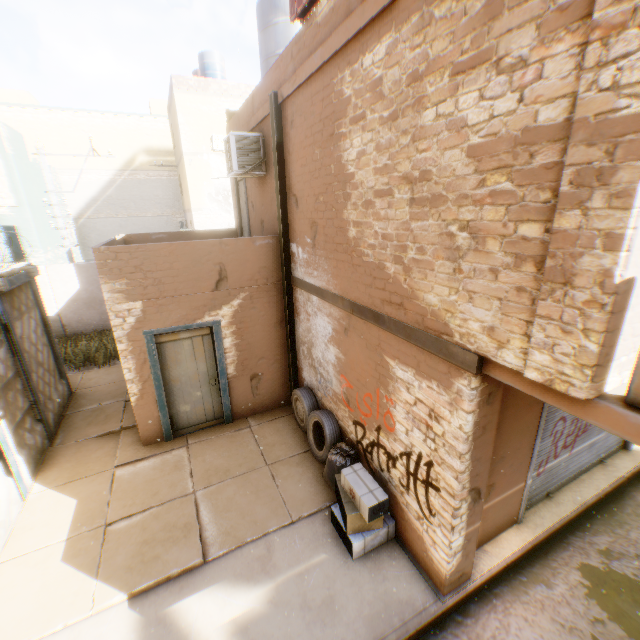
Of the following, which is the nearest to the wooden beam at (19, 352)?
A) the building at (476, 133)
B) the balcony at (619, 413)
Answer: the building at (476, 133)

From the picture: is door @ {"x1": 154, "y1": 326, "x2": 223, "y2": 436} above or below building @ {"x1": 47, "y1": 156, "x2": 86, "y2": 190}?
below

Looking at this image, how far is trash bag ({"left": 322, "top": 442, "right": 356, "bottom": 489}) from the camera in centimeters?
533cm

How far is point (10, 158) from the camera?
15.27m

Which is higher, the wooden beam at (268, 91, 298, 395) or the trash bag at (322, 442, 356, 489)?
the wooden beam at (268, 91, 298, 395)

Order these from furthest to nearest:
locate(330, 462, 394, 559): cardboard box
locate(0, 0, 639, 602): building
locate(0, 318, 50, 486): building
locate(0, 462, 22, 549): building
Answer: locate(0, 318, 50, 486): building, locate(0, 462, 22, 549): building, locate(330, 462, 394, 559): cardboard box, locate(0, 0, 639, 602): building

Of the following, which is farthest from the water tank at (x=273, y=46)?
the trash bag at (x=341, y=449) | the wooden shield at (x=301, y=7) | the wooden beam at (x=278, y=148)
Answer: the trash bag at (x=341, y=449)

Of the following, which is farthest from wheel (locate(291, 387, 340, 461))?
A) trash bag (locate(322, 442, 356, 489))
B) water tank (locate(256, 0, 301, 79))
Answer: water tank (locate(256, 0, 301, 79))
